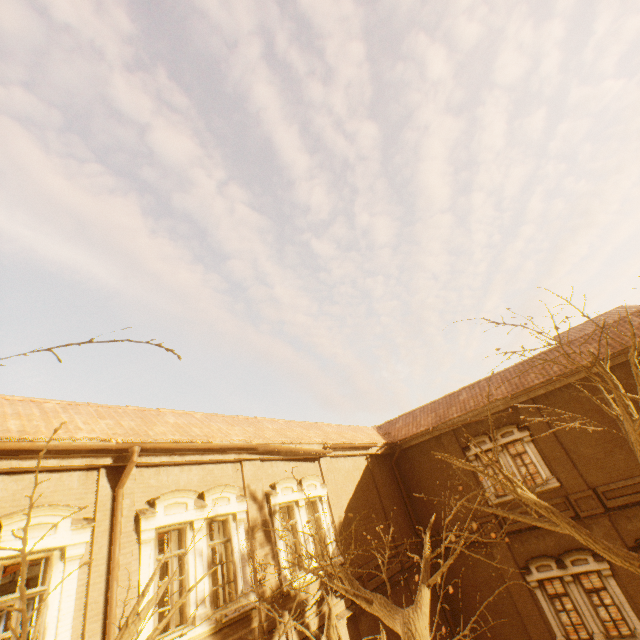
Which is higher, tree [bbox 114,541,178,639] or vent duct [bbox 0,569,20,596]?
vent duct [bbox 0,569,20,596]

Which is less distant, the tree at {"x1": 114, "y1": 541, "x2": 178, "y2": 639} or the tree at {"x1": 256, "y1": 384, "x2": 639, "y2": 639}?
the tree at {"x1": 114, "y1": 541, "x2": 178, "y2": 639}

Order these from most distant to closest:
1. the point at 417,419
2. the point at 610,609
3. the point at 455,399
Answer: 1. the point at 417,419
2. the point at 455,399
3. the point at 610,609

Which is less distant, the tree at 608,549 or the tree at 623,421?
the tree at 608,549

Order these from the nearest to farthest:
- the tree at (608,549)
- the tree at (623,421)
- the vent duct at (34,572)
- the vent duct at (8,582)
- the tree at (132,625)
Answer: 1. the tree at (132,625)
2. the tree at (608,549)
3. the tree at (623,421)
4. the vent duct at (8,582)
5. the vent duct at (34,572)

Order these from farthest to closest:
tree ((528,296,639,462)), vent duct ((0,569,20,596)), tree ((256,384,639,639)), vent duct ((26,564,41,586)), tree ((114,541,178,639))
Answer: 1. vent duct ((26,564,41,586))
2. vent duct ((0,569,20,596))
3. tree ((528,296,639,462))
4. tree ((256,384,639,639))
5. tree ((114,541,178,639))

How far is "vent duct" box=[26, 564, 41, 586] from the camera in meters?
13.4 m

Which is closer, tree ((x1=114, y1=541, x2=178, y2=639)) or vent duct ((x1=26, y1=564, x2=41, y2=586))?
tree ((x1=114, y1=541, x2=178, y2=639))
